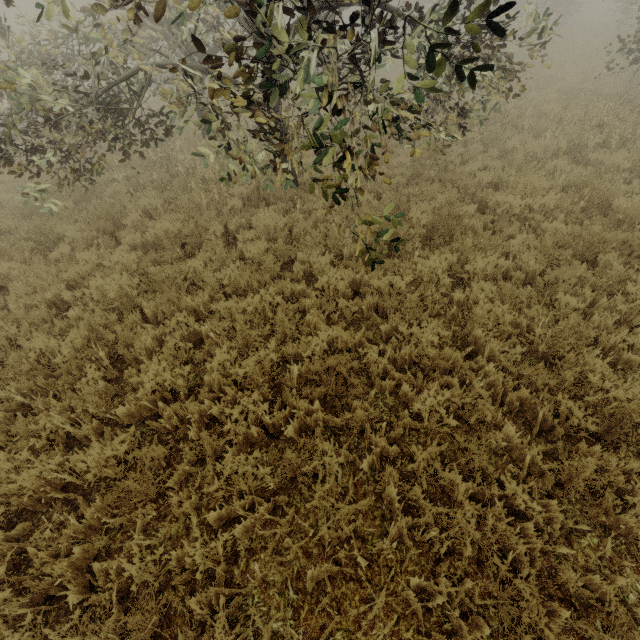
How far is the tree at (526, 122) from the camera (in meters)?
9.36

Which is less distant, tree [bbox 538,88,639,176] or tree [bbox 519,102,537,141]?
tree [bbox 538,88,639,176]

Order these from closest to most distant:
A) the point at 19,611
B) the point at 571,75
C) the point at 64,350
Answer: the point at 19,611, the point at 64,350, the point at 571,75

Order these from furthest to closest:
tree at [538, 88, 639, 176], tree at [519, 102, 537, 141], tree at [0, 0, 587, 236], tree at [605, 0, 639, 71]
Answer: tree at [605, 0, 639, 71]
tree at [519, 102, 537, 141]
tree at [538, 88, 639, 176]
tree at [0, 0, 587, 236]

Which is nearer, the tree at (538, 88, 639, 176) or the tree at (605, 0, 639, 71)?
the tree at (538, 88, 639, 176)

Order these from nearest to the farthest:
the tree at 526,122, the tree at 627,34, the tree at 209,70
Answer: the tree at 209,70, the tree at 526,122, the tree at 627,34

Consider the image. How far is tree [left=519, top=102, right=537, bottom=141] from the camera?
9.4 meters
